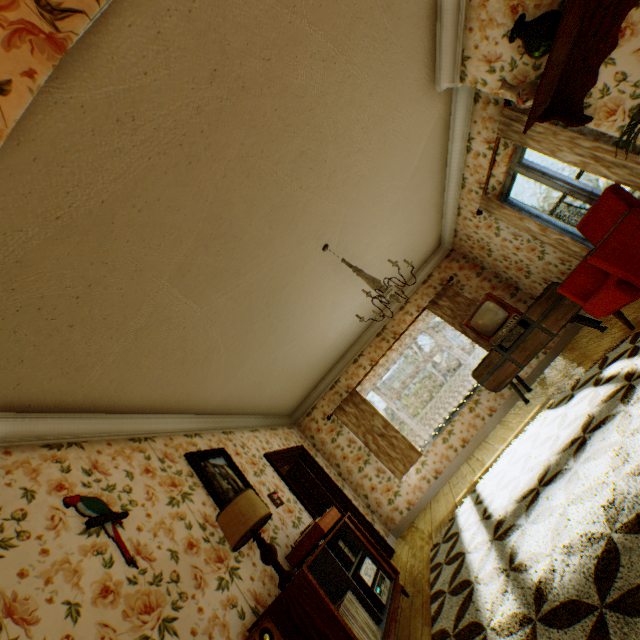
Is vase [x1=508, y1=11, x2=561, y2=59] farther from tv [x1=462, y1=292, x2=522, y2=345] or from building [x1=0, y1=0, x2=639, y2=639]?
tv [x1=462, y1=292, x2=522, y2=345]

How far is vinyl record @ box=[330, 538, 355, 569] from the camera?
3.36m

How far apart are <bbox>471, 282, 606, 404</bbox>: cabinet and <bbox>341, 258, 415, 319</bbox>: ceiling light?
2.7m

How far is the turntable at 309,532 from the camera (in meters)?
3.26

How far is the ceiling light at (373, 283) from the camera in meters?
3.4

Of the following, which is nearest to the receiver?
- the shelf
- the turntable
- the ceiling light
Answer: the turntable

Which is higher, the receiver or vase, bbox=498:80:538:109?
vase, bbox=498:80:538:109

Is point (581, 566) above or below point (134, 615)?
below
